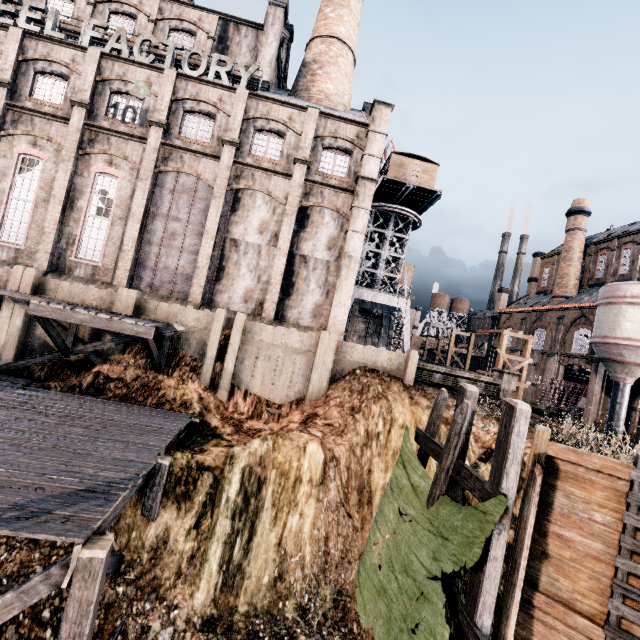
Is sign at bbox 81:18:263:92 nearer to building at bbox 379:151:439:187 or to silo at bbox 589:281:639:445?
building at bbox 379:151:439:187

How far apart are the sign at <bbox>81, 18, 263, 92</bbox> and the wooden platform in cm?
1565

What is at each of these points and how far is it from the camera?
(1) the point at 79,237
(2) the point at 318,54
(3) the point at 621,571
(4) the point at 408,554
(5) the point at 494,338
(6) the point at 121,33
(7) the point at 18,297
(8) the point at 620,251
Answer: (1) building, 19.6 meters
(2) chimney, 27.8 meters
(3) ladder, 8.3 meters
(4) cloth, 8.7 meters
(5) building, 50.1 meters
(6) sign, 19.7 meters
(7) wooden scaffolding, 15.4 meters
(8) building, 38.6 meters

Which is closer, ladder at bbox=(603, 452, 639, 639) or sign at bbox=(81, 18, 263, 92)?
ladder at bbox=(603, 452, 639, 639)

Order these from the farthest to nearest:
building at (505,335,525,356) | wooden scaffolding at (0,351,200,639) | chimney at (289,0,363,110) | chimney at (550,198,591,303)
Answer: building at (505,335,525,356) → chimney at (550,198,591,303) → chimney at (289,0,363,110) → wooden scaffolding at (0,351,200,639)

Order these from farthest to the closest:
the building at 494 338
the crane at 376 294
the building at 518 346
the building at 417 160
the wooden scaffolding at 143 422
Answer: the building at 494 338
the building at 518 346
the crane at 376 294
the building at 417 160
the wooden scaffolding at 143 422

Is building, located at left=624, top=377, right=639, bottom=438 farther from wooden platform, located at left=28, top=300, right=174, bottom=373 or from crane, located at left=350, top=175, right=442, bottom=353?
wooden platform, located at left=28, top=300, right=174, bottom=373

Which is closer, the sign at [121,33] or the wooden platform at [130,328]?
the wooden platform at [130,328]
